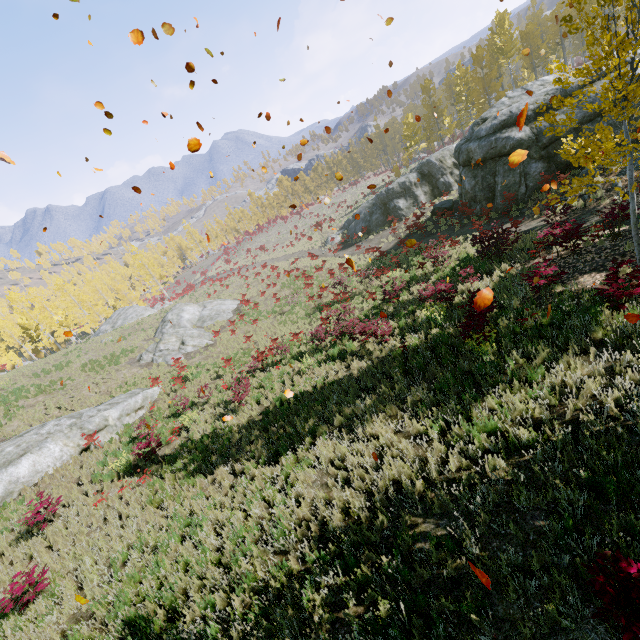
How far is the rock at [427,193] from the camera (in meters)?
16.38

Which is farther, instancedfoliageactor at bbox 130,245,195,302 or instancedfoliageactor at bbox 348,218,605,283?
instancedfoliageactor at bbox 130,245,195,302

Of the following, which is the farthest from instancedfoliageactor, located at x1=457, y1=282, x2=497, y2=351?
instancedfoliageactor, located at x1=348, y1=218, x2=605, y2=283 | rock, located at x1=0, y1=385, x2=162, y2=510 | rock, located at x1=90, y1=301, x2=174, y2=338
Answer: rock, located at x1=0, y1=385, x2=162, y2=510

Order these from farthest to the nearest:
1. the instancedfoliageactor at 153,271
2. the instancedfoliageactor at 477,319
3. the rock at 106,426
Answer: the instancedfoliageactor at 153,271, the rock at 106,426, the instancedfoliageactor at 477,319

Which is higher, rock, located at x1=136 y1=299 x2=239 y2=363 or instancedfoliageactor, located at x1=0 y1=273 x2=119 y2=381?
instancedfoliageactor, located at x1=0 y1=273 x2=119 y2=381

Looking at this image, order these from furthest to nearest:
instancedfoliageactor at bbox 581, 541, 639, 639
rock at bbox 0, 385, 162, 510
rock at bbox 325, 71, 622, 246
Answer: rock at bbox 325, 71, 622, 246 < rock at bbox 0, 385, 162, 510 < instancedfoliageactor at bbox 581, 541, 639, 639

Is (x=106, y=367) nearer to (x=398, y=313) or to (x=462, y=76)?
(x=398, y=313)

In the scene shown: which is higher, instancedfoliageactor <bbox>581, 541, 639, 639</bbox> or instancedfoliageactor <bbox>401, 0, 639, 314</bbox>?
instancedfoliageactor <bbox>401, 0, 639, 314</bbox>
